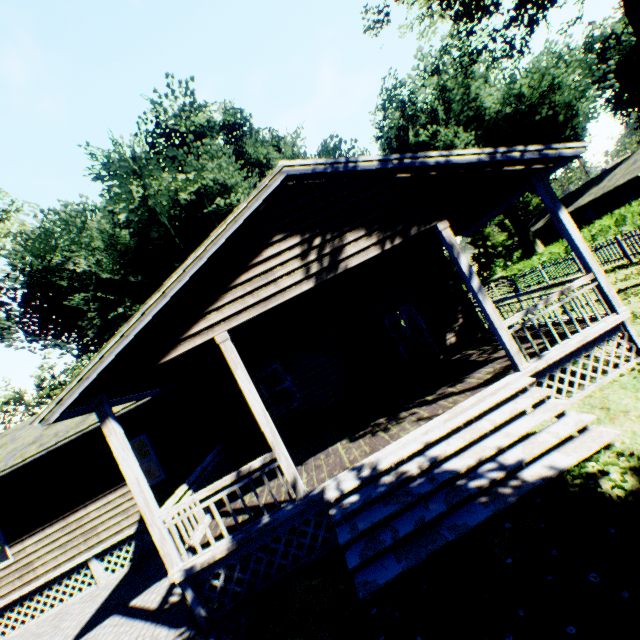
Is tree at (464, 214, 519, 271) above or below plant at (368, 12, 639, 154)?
below

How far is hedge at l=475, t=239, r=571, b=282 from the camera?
22.3 meters

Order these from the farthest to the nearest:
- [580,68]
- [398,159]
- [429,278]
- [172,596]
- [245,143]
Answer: [245,143] → [580,68] → [429,278] → [172,596] → [398,159]

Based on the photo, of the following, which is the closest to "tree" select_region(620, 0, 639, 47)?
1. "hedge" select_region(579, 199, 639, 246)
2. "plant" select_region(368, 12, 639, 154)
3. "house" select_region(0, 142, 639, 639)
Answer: "hedge" select_region(579, 199, 639, 246)

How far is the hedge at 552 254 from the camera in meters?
22.3

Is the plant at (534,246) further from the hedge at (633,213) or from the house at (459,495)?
the hedge at (633,213)

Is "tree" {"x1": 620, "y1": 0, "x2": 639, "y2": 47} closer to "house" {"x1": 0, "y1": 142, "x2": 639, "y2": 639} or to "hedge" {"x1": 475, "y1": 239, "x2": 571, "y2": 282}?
"hedge" {"x1": 475, "y1": 239, "x2": 571, "y2": 282}

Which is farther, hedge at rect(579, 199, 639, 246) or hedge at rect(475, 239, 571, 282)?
hedge at rect(579, 199, 639, 246)
